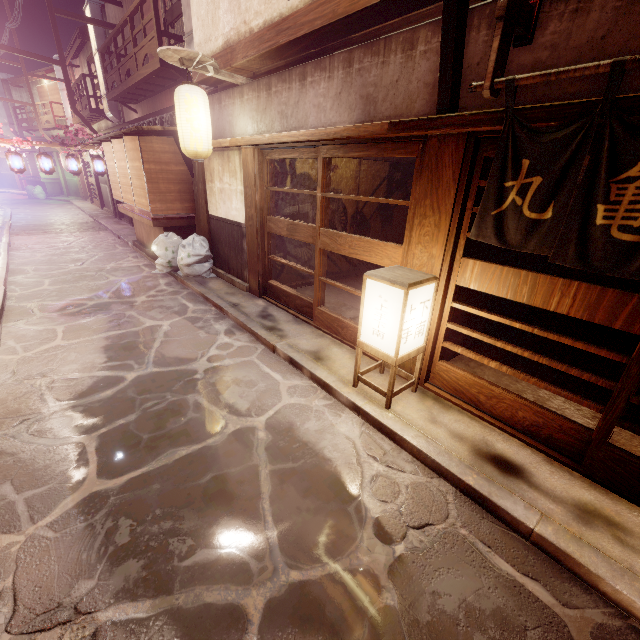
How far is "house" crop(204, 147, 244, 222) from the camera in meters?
11.5

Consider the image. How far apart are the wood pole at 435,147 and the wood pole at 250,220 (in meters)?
6.35

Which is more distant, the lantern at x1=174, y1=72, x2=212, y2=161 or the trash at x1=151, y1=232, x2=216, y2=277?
the trash at x1=151, y1=232, x2=216, y2=277

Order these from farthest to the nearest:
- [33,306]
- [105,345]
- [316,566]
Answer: [33,306] → [105,345] → [316,566]

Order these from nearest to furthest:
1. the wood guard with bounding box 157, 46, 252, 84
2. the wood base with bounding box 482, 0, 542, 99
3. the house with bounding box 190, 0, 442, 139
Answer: the wood base with bounding box 482, 0, 542, 99 < the house with bounding box 190, 0, 442, 139 < the wood guard with bounding box 157, 46, 252, 84

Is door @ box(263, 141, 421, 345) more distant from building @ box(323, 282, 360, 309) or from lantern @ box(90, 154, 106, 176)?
lantern @ box(90, 154, 106, 176)

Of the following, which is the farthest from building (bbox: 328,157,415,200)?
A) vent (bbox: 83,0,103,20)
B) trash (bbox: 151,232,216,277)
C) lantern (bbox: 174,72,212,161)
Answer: vent (bbox: 83,0,103,20)

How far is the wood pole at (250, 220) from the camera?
10.7 meters
